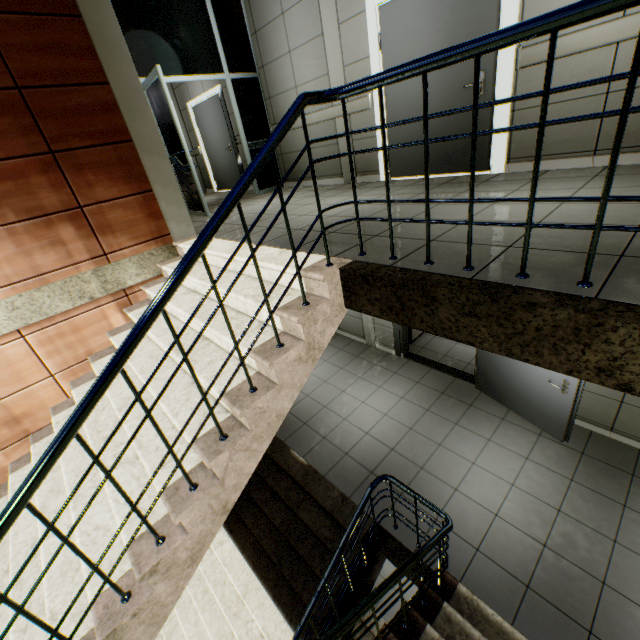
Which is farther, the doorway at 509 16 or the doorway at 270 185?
the doorway at 270 185

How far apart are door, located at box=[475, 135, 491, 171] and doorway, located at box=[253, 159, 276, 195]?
2.7 meters

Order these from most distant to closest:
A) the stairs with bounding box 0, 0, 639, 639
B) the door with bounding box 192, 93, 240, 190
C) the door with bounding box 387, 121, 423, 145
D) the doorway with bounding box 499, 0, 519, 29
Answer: the door with bounding box 192, 93, 240, 190, the door with bounding box 387, 121, 423, 145, the doorway with bounding box 499, 0, 519, 29, the stairs with bounding box 0, 0, 639, 639

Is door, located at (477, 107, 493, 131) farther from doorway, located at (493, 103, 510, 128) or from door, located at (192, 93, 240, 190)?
door, located at (192, 93, 240, 190)

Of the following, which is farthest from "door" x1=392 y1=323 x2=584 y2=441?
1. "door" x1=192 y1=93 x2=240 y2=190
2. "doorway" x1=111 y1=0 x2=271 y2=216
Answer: "door" x1=192 y1=93 x2=240 y2=190

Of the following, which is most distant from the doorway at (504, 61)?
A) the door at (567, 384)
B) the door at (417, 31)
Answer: the door at (567, 384)

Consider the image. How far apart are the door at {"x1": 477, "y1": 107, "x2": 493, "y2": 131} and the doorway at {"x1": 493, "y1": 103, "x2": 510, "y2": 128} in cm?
1

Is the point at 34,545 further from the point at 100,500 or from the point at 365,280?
the point at 365,280
